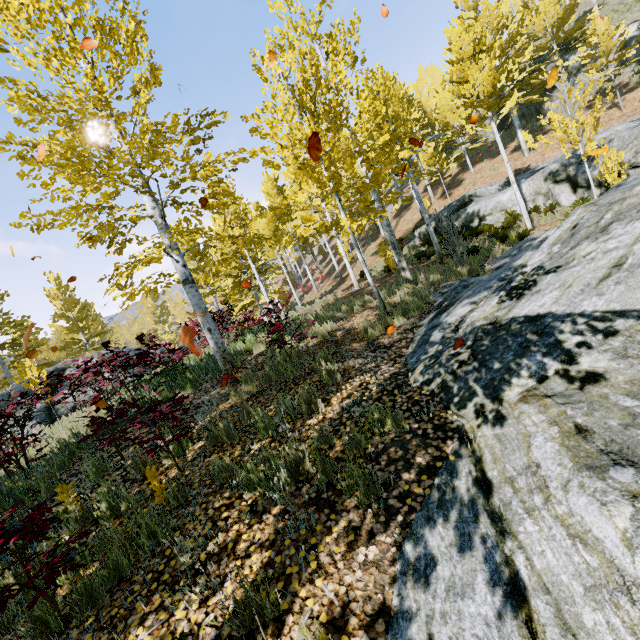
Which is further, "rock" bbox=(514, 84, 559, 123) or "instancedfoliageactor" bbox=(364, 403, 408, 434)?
"rock" bbox=(514, 84, 559, 123)

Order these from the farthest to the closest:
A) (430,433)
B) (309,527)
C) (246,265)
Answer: (246,265) → (430,433) → (309,527)

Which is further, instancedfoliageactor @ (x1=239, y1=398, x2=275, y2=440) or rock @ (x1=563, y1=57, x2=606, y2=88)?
rock @ (x1=563, y1=57, x2=606, y2=88)

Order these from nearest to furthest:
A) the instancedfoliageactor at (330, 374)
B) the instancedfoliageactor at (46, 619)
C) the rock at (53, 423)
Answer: the instancedfoliageactor at (46, 619) → the instancedfoliageactor at (330, 374) → the rock at (53, 423)

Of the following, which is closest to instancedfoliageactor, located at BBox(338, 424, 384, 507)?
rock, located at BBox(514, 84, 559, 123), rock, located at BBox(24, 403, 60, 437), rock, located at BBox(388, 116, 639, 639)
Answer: rock, located at BBox(388, 116, 639, 639)

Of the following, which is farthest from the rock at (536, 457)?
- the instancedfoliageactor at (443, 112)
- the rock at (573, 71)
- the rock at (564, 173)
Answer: the rock at (573, 71)

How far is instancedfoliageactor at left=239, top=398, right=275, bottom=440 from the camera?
4.3 meters

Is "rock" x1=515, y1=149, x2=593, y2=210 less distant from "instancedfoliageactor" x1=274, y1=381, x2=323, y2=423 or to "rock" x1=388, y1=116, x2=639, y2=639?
"instancedfoliageactor" x1=274, y1=381, x2=323, y2=423
